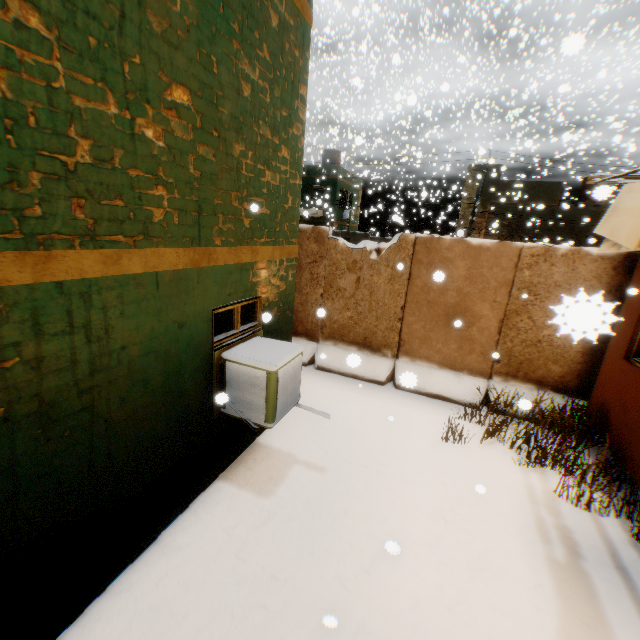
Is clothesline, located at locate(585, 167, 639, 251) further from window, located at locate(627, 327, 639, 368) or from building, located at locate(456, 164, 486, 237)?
building, located at locate(456, 164, 486, 237)

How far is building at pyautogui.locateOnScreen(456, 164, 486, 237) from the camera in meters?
22.2

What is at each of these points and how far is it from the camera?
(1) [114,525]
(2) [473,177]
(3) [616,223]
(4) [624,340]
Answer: (1) building, 2.93m
(2) building, 22.58m
(3) clothesline, 4.03m
(4) building, 5.12m

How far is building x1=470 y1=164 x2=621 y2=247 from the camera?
20.5 meters

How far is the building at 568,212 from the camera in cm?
2052

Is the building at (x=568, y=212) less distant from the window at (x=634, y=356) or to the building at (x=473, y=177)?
the window at (x=634, y=356)

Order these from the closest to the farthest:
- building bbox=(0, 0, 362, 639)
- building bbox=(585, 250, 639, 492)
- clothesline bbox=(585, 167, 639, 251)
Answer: building bbox=(0, 0, 362, 639) → clothesline bbox=(585, 167, 639, 251) → building bbox=(585, 250, 639, 492)

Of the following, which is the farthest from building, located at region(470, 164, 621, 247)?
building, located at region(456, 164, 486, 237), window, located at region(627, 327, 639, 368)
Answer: building, located at region(456, 164, 486, 237)
